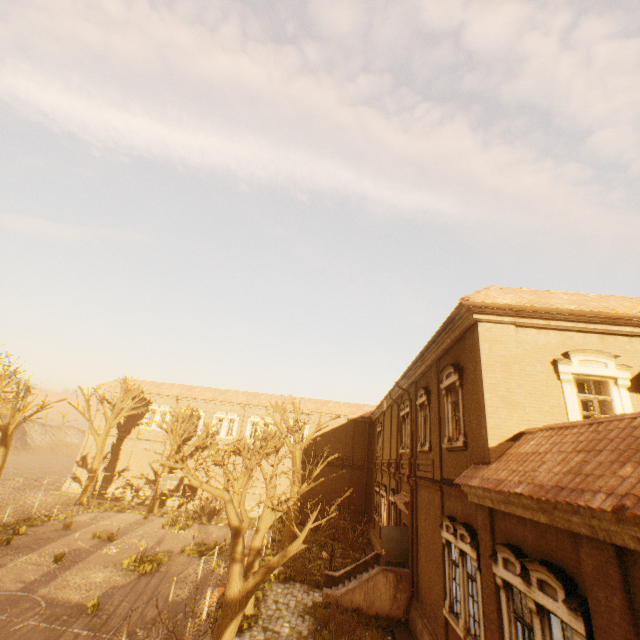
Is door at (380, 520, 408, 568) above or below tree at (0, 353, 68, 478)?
below

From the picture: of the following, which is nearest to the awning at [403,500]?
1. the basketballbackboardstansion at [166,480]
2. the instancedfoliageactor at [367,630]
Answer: the instancedfoliageactor at [367,630]

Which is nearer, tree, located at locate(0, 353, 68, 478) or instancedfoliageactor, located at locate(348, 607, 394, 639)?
instancedfoliageactor, located at locate(348, 607, 394, 639)

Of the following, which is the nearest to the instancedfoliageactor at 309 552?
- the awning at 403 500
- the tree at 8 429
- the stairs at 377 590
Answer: the stairs at 377 590

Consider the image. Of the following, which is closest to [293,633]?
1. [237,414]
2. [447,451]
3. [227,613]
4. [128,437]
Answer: [227,613]

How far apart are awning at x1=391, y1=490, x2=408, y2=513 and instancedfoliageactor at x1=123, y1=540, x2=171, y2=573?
13.09m

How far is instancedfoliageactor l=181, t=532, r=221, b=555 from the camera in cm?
1962
